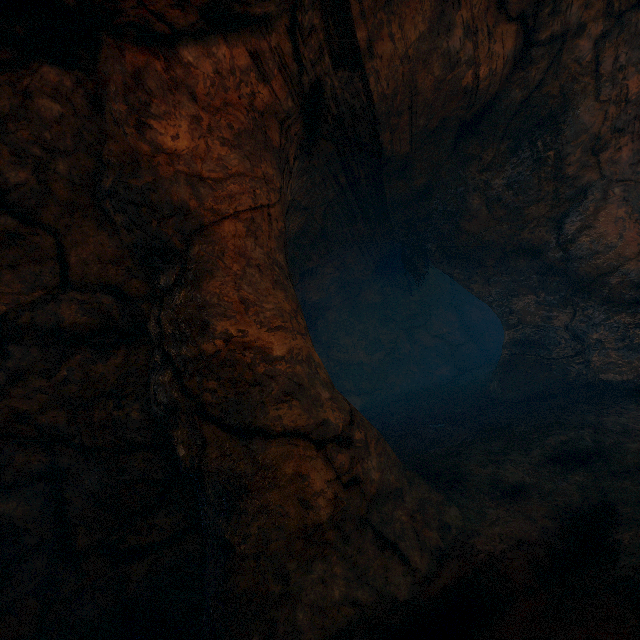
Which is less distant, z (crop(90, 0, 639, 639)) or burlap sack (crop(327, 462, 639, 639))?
burlap sack (crop(327, 462, 639, 639))

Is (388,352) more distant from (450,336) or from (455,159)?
(455,159)

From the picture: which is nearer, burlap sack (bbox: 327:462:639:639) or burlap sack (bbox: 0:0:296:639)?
burlap sack (bbox: 327:462:639:639)

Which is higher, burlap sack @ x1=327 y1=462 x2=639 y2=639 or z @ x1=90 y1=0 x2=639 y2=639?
z @ x1=90 y1=0 x2=639 y2=639

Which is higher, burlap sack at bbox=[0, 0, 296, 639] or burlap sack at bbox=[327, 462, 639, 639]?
burlap sack at bbox=[0, 0, 296, 639]

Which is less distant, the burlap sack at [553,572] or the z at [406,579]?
the burlap sack at [553,572]

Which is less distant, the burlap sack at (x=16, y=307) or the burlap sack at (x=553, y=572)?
the burlap sack at (x=553, y=572)
